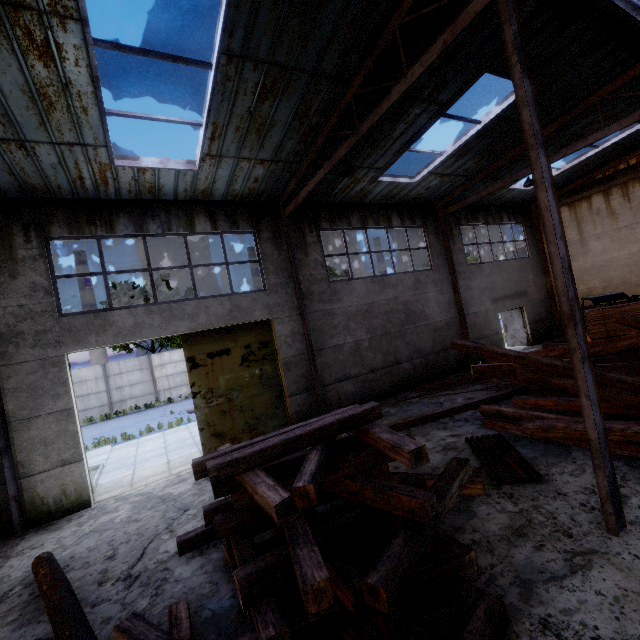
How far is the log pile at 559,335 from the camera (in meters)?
16.48

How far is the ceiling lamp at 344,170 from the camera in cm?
756

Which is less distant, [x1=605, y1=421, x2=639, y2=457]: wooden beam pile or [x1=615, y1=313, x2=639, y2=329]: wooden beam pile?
[x1=605, y1=421, x2=639, y2=457]: wooden beam pile

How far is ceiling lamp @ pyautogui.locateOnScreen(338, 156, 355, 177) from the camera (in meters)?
7.56

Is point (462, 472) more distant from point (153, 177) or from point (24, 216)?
point (24, 216)

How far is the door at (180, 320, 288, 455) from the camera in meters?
9.6 m

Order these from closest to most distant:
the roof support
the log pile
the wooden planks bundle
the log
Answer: the log
the roof support
the wooden planks bundle
the log pile

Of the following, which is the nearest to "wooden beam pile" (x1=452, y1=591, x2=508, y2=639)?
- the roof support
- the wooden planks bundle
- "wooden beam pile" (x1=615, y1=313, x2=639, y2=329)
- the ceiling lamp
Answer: "wooden beam pile" (x1=615, y1=313, x2=639, y2=329)
